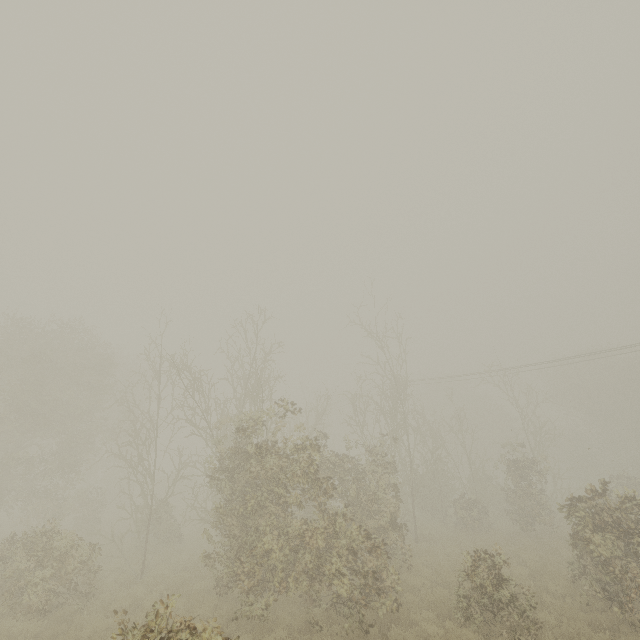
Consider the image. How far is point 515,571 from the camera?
12.70m
